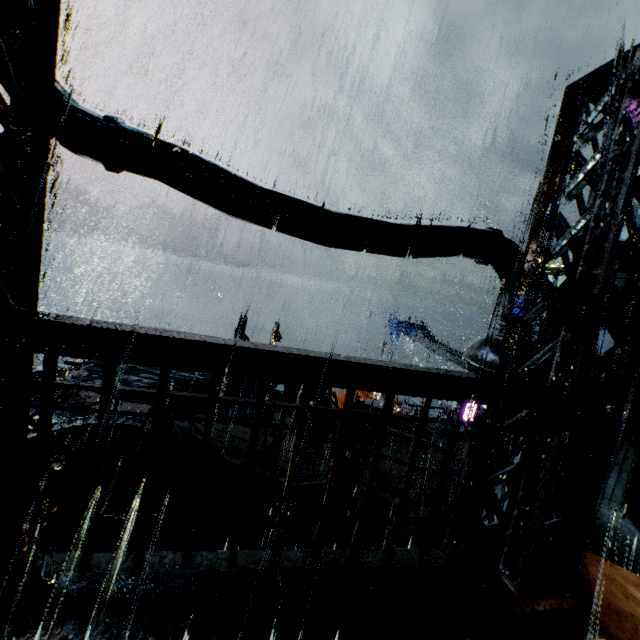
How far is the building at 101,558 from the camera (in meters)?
2.46

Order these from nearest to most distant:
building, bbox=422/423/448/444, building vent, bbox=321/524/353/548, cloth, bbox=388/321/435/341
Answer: building vent, bbox=321/524/353/548
building, bbox=422/423/448/444
cloth, bbox=388/321/435/341

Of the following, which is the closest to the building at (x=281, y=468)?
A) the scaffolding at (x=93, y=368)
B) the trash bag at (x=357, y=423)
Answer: the trash bag at (x=357, y=423)

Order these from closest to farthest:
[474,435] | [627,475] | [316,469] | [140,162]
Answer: [140,162] < [474,435] < [316,469] < [627,475]

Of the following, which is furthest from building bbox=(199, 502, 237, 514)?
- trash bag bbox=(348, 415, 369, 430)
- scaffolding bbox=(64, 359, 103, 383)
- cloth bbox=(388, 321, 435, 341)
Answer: cloth bbox=(388, 321, 435, 341)

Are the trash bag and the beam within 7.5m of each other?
no

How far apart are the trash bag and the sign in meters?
2.5 m

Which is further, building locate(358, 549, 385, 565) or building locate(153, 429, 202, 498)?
building locate(153, 429, 202, 498)
